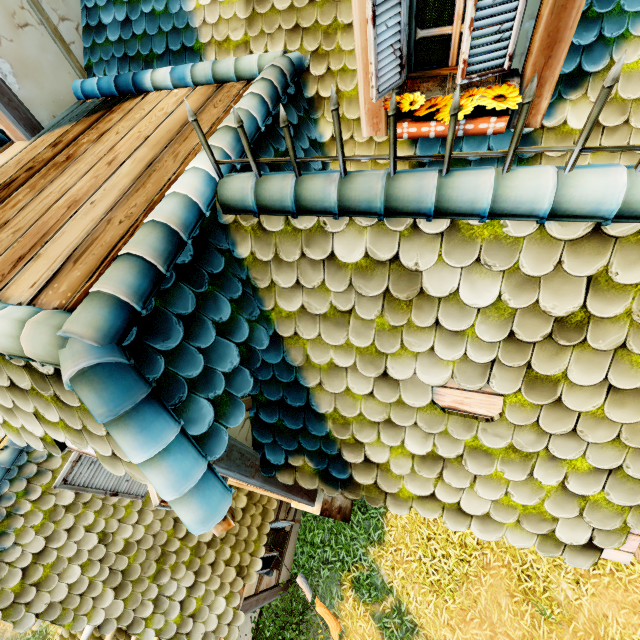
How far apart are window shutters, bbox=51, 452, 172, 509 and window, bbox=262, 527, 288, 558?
2.94m

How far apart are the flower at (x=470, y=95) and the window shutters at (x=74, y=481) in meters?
3.8 m

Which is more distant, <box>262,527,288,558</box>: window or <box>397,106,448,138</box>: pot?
<box>262,527,288,558</box>: window

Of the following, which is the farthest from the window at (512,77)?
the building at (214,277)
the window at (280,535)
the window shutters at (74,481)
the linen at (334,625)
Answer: the linen at (334,625)

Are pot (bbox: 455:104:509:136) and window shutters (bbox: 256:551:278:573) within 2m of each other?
no

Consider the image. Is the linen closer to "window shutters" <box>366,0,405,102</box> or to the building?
the building

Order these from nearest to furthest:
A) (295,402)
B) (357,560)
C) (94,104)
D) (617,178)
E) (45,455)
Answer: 1. (617,178)
2. (295,402)
3. (94,104)
4. (45,455)
5. (357,560)

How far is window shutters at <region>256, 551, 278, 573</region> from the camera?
5.9 meters
